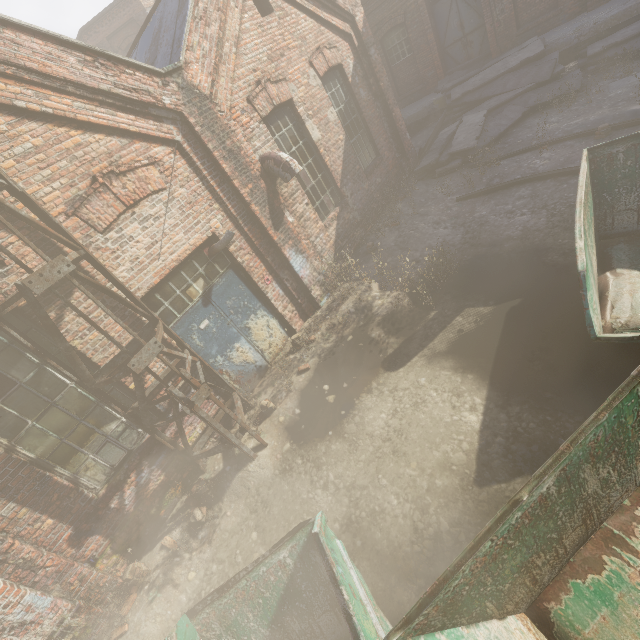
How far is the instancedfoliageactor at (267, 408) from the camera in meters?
5.9 m

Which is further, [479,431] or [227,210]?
[227,210]

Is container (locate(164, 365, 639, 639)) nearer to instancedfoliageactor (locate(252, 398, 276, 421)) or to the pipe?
the pipe

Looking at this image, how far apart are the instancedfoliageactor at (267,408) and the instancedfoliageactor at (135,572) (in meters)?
2.73

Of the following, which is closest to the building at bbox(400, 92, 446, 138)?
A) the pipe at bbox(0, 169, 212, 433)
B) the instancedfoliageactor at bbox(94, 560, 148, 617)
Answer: the pipe at bbox(0, 169, 212, 433)

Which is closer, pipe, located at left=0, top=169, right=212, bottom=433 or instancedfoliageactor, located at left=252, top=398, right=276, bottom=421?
pipe, located at left=0, top=169, right=212, bottom=433

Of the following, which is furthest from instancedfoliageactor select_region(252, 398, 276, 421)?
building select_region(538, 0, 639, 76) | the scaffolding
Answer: building select_region(538, 0, 639, 76)

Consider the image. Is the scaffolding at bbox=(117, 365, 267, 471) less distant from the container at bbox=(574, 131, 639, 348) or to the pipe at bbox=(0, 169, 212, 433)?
the pipe at bbox=(0, 169, 212, 433)
